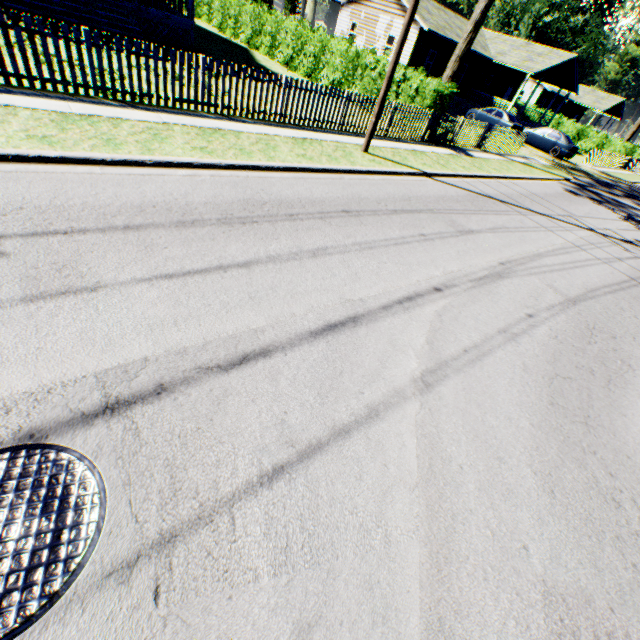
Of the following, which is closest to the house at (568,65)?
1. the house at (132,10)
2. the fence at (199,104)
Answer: the fence at (199,104)

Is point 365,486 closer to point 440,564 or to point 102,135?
point 440,564

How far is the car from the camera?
24.5m

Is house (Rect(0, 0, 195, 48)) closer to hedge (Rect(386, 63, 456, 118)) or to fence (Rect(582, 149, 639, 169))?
hedge (Rect(386, 63, 456, 118))

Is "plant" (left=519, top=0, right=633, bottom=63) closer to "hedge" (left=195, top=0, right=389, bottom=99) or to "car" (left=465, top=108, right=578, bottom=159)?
"car" (left=465, top=108, right=578, bottom=159)

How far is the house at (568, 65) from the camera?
29.0 meters

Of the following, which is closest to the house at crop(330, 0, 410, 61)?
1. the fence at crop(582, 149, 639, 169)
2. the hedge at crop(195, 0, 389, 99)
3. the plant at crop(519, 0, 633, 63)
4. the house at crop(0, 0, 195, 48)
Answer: the fence at crop(582, 149, 639, 169)

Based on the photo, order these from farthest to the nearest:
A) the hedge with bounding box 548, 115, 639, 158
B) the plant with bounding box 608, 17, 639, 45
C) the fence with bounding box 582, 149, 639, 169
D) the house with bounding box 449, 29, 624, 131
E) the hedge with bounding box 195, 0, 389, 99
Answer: the plant with bounding box 608, 17, 639, 45 < the hedge with bounding box 548, 115, 639, 158 < the house with bounding box 449, 29, 624, 131 < the fence with bounding box 582, 149, 639, 169 < the hedge with bounding box 195, 0, 389, 99
